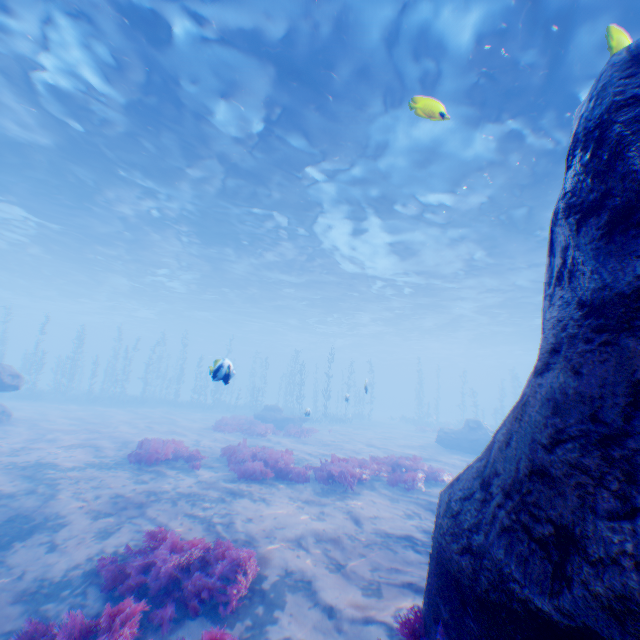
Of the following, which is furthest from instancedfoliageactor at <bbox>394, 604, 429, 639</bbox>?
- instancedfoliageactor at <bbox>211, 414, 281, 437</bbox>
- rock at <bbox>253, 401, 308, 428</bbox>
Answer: rock at <bbox>253, 401, 308, 428</bbox>

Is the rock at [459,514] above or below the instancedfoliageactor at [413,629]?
above

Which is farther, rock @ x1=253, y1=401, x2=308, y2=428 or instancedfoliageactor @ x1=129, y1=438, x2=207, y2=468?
rock @ x1=253, y1=401, x2=308, y2=428

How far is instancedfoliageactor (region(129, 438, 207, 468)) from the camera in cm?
1077

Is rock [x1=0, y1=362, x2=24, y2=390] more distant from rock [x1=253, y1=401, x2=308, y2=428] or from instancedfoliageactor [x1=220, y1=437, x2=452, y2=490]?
rock [x1=253, y1=401, x2=308, y2=428]

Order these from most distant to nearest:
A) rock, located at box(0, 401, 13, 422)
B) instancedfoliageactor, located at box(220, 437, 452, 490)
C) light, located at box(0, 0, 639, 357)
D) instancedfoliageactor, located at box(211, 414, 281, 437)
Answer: instancedfoliageactor, located at box(211, 414, 281, 437), rock, located at box(0, 401, 13, 422), instancedfoliageactor, located at box(220, 437, 452, 490), light, located at box(0, 0, 639, 357)

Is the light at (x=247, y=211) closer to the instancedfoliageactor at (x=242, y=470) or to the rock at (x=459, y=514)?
the rock at (x=459, y=514)

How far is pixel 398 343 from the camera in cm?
5822
